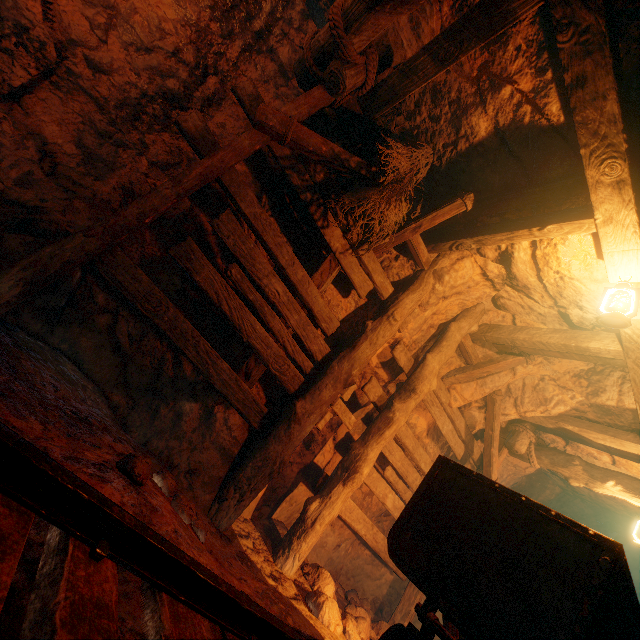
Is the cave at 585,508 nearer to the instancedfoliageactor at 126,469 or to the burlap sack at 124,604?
the burlap sack at 124,604

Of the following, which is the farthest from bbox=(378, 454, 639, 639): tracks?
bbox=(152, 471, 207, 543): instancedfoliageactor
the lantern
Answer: the lantern

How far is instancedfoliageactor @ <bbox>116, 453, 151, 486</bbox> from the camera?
1.8m

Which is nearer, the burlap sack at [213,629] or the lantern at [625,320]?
the burlap sack at [213,629]

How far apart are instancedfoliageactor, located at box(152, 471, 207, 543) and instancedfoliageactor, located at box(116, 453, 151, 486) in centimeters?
Answer: 30cm

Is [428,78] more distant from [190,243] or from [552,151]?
[190,243]

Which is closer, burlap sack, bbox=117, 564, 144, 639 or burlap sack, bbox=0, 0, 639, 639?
burlap sack, bbox=117, 564, 144, 639

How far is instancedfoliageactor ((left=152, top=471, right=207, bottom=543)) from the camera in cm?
216
